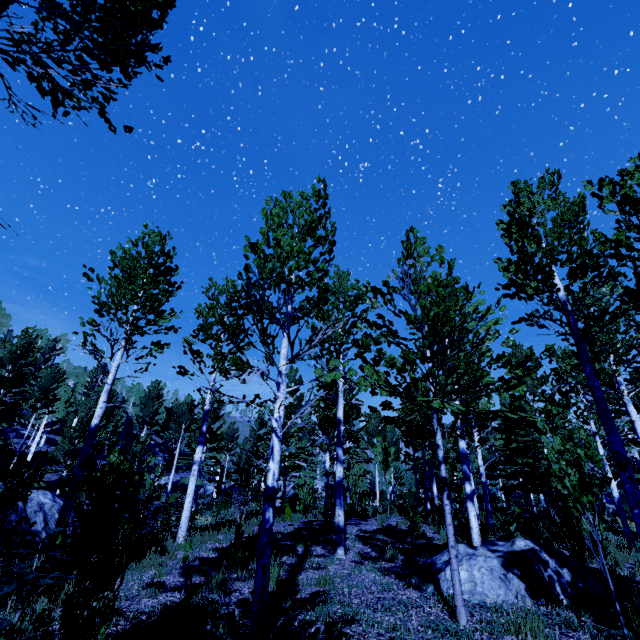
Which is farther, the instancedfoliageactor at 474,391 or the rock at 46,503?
the rock at 46,503

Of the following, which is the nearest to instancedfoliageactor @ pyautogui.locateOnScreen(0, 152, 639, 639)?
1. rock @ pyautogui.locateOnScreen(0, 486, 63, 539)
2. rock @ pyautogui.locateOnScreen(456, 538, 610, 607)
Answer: rock @ pyautogui.locateOnScreen(456, 538, 610, 607)

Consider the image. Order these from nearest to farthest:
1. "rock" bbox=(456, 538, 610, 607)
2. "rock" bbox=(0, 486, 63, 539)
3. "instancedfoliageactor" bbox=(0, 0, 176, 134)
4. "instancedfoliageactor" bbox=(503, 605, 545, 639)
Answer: "instancedfoliageactor" bbox=(0, 0, 176, 134) < "instancedfoliageactor" bbox=(503, 605, 545, 639) < "rock" bbox=(456, 538, 610, 607) < "rock" bbox=(0, 486, 63, 539)

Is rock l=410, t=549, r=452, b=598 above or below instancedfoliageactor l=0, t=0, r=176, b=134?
below

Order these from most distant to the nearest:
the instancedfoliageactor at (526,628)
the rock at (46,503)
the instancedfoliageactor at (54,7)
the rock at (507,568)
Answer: the rock at (46,503), the rock at (507,568), the instancedfoliageactor at (526,628), the instancedfoliageactor at (54,7)

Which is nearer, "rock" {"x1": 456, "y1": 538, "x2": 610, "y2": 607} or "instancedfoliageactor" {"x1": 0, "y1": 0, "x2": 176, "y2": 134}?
"instancedfoliageactor" {"x1": 0, "y1": 0, "x2": 176, "y2": 134}

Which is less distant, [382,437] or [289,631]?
[289,631]

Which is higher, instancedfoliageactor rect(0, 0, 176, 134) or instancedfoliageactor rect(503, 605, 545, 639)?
instancedfoliageactor rect(0, 0, 176, 134)
